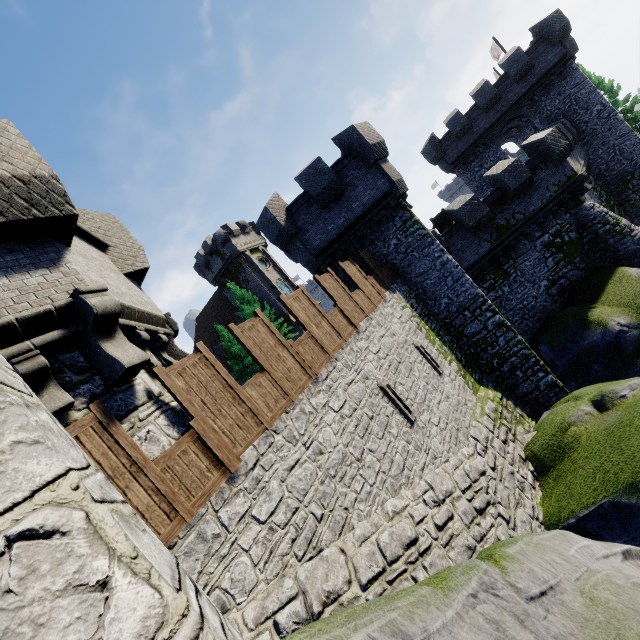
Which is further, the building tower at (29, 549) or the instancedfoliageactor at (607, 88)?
the instancedfoliageactor at (607, 88)

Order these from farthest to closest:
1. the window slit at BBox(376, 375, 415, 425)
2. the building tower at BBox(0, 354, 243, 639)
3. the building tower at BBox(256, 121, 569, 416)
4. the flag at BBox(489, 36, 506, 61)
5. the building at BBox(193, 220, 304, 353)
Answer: the building at BBox(193, 220, 304, 353) < the flag at BBox(489, 36, 506, 61) < the building tower at BBox(256, 121, 569, 416) < the window slit at BBox(376, 375, 415, 425) < the building tower at BBox(0, 354, 243, 639)

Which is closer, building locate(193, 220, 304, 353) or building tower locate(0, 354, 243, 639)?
building tower locate(0, 354, 243, 639)

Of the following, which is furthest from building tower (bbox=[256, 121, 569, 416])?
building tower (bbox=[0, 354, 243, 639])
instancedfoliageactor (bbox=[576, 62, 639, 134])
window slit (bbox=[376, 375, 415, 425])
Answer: instancedfoliageactor (bbox=[576, 62, 639, 134])

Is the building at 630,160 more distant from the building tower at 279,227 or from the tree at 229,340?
the tree at 229,340

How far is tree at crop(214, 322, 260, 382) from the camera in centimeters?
3569cm

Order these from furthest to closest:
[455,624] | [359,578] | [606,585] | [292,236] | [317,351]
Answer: [292,236] < [317,351] < [359,578] < [606,585] < [455,624]

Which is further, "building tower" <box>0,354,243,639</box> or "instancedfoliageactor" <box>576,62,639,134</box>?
"instancedfoliageactor" <box>576,62,639,134</box>
